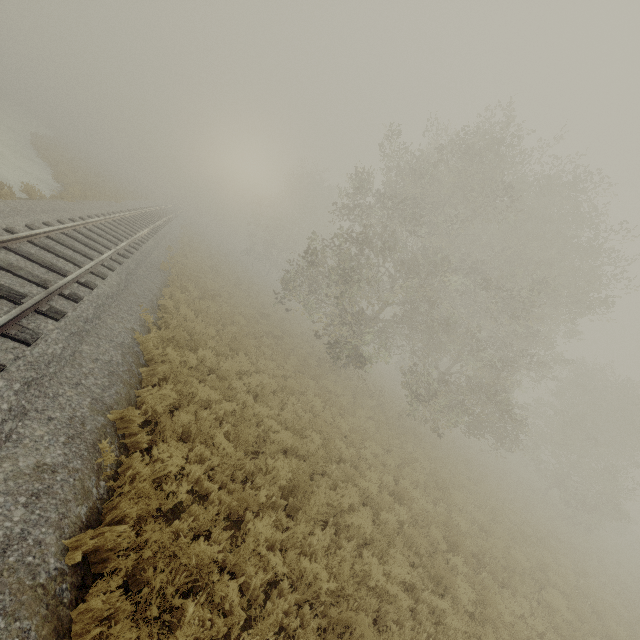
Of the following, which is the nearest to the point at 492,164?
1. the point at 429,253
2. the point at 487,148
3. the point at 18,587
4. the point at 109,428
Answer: the point at 487,148
